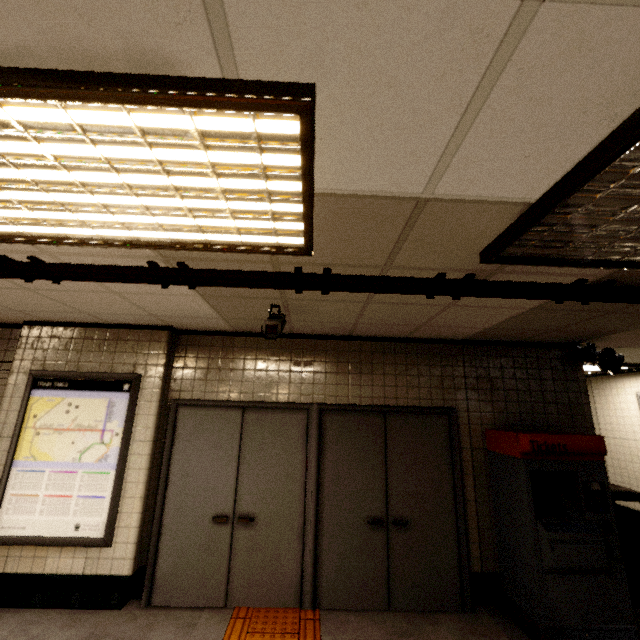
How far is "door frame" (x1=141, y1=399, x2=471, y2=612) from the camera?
3.5m

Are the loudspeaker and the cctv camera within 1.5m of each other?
no

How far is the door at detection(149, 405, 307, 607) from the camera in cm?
345

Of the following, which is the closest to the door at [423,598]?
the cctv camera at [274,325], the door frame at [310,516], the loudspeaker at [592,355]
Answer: the door frame at [310,516]

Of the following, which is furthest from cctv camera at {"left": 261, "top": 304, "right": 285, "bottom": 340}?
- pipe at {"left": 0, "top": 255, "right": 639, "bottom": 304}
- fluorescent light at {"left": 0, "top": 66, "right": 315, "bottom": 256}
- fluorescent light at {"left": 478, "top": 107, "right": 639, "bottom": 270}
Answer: fluorescent light at {"left": 478, "top": 107, "right": 639, "bottom": 270}

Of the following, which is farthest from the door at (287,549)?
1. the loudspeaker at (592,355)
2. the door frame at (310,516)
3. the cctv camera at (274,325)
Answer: the loudspeaker at (592,355)

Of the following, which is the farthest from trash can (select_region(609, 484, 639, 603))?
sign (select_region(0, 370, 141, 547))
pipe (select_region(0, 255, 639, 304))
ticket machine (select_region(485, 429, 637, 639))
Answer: sign (select_region(0, 370, 141, 547))

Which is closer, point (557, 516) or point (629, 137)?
point (629, 137)
